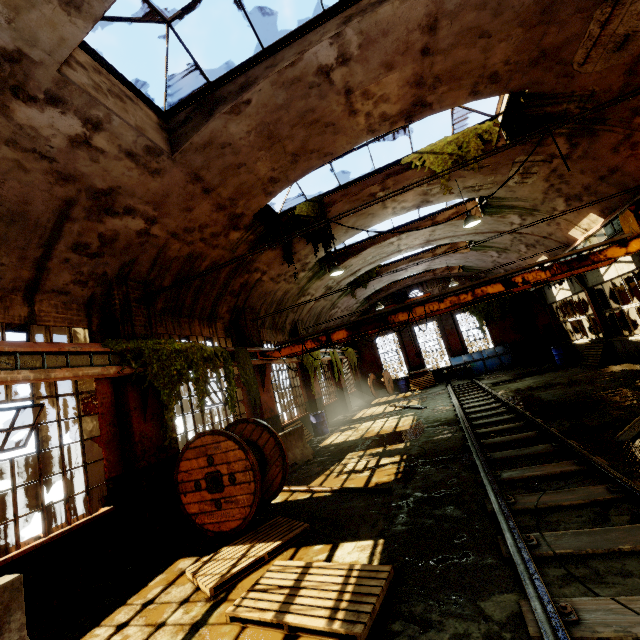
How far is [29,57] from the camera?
4.12m

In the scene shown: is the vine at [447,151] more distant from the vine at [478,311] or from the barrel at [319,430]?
the barrel at [319,430]

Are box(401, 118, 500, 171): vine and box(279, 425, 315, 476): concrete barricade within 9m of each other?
yes

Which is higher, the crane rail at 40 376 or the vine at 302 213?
the vine at 302 213

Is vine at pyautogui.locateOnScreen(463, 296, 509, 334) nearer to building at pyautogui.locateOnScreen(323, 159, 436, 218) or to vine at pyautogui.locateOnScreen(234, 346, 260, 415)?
building at pyautogui.locateOnScreen(323, 159, 436, 218)

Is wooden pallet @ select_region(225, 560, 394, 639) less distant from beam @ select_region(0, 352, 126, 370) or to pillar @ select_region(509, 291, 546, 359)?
beam @ select_region(0, 352, 126, 370)

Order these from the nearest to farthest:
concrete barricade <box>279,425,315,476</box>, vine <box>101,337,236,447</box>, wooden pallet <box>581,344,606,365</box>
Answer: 1. vine <box>101,337,236,447</box>
2. concrete barricade <box>279,425,315,476</box>
3. wooden pallet <box>581,344,606,365</box>

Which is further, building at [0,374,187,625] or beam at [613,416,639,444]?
beam at [613,416,639,444]
